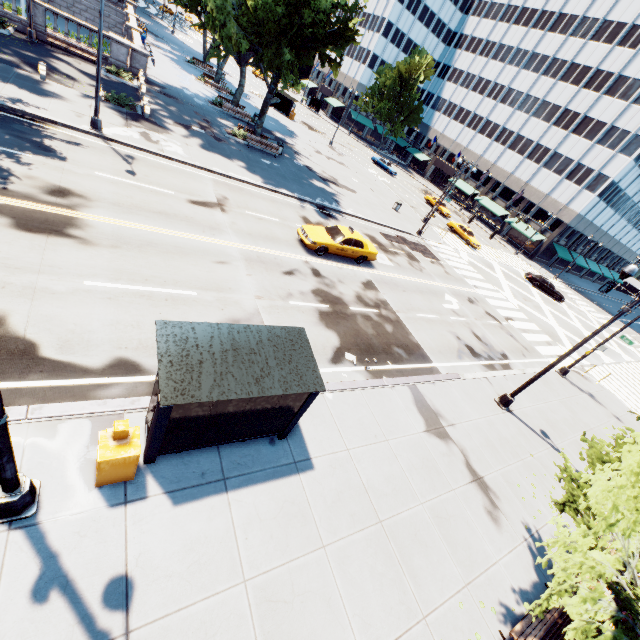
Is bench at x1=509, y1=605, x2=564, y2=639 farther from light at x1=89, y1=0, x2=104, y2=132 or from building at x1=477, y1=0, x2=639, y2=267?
building at x1=477, y1=0, x2=639, y2=267

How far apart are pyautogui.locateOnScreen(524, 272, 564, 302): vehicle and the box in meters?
43.9 m

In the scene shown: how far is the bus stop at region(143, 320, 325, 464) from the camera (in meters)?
5.75

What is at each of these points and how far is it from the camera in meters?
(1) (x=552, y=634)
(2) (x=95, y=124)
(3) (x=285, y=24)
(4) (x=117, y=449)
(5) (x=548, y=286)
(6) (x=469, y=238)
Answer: (1) bench, 7.3 m
(2) light, 16.2 m
(3) tree, 20.5 m
(4) box, 5.6 m
(5) vehicle, 38.2 m
(6) vehicle, 38.7 m

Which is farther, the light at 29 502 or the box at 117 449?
the box at 117 449

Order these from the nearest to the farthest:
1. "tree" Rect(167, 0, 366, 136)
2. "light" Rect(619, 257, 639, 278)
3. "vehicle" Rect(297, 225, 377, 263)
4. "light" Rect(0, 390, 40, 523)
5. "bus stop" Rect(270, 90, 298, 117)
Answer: "light" Rect(0, 390, 40, 523) < "light" Rect(619, 257, 639, 278) < "vehicle" Rect(297, 225, 377, 263) < "tree" Rect(167, 0, 366, 136) < "bus stop" Rect(270, 90, 298, 117)

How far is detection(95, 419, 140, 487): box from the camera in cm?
548

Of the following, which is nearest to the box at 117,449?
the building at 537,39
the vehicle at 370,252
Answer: the vehicle at 370,252
